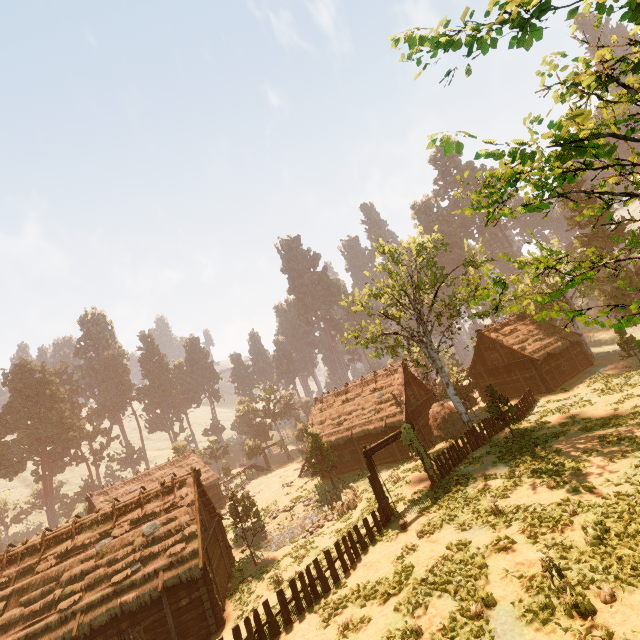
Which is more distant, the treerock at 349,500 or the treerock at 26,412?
the treerock at 26,412

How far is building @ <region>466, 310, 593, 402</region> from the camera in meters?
31.8 m

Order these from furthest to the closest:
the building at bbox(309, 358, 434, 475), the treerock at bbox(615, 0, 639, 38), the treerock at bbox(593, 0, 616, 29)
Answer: the building at bbox(309, 358, 434, 475) → the treerock at bbox(593, 0, 616, 29) → the treerock at bbox(615, 0, 639, 38)

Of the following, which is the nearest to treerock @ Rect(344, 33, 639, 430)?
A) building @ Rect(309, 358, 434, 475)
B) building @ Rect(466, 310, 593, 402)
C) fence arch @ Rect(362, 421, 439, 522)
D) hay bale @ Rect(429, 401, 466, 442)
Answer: building @ Rect(309, 358, 434, 475)

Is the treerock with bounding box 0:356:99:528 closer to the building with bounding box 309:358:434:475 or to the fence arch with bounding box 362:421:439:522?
the building with bounding box 309:358:434:475

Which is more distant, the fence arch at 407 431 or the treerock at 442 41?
the fence arch at 407 431

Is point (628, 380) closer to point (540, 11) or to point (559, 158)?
point (559, 158)
